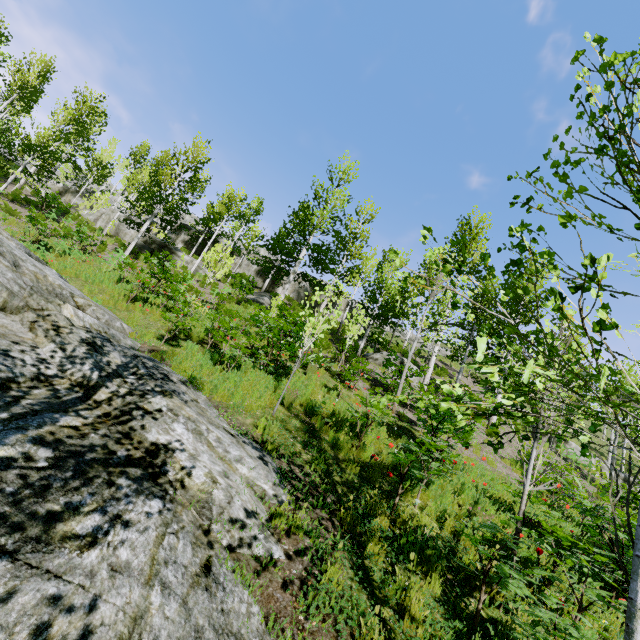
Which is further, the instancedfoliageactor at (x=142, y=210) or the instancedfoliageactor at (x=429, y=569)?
the instancedfoliageactor at (x=429, y=569)

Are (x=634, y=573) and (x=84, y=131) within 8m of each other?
no

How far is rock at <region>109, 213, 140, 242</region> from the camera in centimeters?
2509cm

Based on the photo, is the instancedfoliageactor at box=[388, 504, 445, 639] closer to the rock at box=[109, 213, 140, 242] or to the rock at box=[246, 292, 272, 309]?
the rock at box=[109, 213, 140, 242]

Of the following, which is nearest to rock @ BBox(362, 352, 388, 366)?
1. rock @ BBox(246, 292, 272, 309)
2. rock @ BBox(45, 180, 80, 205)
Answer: rock @ BBox(45, 180, 80, 205)

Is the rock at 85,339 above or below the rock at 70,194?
below

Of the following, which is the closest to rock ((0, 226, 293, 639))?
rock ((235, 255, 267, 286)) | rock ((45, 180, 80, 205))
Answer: rock ((45, 180, 80, 205))

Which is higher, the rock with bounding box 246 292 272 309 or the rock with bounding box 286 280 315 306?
the rock with bounding box 286 280 315 306
